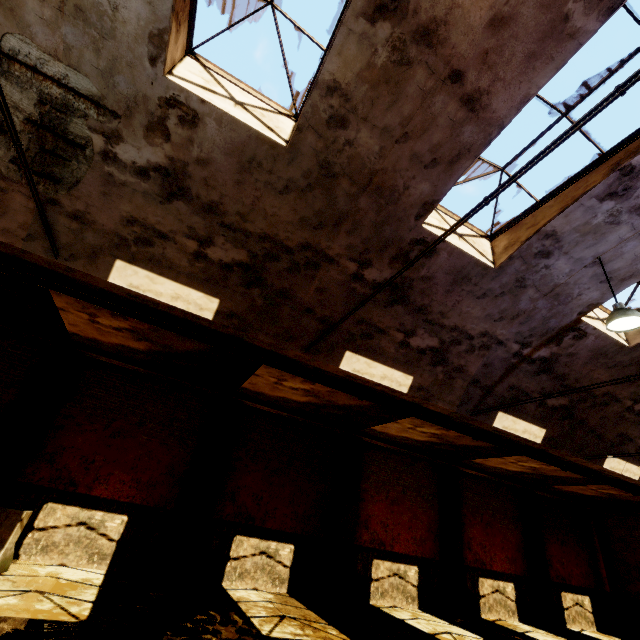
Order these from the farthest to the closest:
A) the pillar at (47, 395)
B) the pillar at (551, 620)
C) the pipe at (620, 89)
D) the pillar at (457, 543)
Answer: the pillar at (551, 620) < the pillar at (457, 543) < the pillar at (47, 395) < the pipe at (620, 89)

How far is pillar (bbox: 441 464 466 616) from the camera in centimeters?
1157cm

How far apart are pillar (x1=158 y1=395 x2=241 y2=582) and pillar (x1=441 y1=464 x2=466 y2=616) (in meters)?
9.21

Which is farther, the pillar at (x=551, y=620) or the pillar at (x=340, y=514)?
the pillar at (x=551, y=620)

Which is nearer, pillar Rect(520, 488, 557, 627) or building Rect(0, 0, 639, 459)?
building Rect(0, 0, 639, 459)

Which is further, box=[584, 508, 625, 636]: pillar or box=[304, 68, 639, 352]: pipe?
box=[584, 508, 625, 636]: pillar

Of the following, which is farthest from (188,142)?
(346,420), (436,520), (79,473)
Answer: (436,520)

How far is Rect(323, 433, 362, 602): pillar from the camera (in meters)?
10.07
